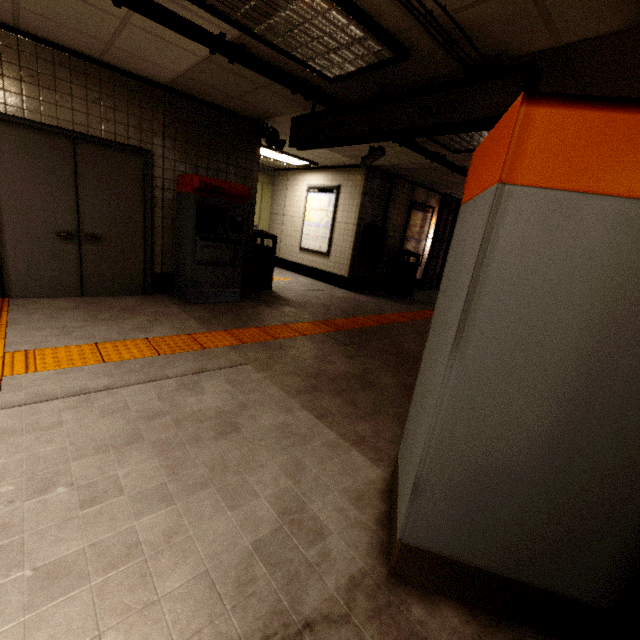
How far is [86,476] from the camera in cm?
169

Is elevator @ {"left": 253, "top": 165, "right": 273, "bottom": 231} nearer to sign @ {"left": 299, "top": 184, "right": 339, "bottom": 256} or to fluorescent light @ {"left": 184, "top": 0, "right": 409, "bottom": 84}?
Result: sign @ {"left": 299, "top": 184, "right": 339, "bottom": 256}

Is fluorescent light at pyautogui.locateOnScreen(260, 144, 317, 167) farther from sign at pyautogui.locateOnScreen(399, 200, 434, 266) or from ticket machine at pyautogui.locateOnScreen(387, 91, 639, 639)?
ticket machine at pyautogui.locateOnScreen(387, 91, 639, 639)

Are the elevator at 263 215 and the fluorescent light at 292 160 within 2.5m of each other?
yes

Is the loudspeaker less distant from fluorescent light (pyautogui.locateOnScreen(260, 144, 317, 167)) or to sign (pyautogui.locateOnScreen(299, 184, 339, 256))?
fluorescent light (pyautogui.locateOnScreen(260, 144, 317, 167))

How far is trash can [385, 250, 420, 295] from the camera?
8.6m

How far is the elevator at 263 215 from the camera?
9.9 meters

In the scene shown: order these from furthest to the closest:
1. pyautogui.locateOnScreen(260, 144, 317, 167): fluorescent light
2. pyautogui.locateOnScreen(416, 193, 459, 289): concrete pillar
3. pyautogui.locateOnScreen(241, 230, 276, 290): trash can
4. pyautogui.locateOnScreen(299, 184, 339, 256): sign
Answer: pyautogui.locateOnScreen(416, 193, 459, 289): concrete pillar
pyautogui.locateOnScreen(299, 184, 339, 256): sign
pyautogui.locateOnScreen(260, 144, 317, 167): fluorescent light
pyautogui.locateOnScreen(241, 230, 276, 290): trash can
